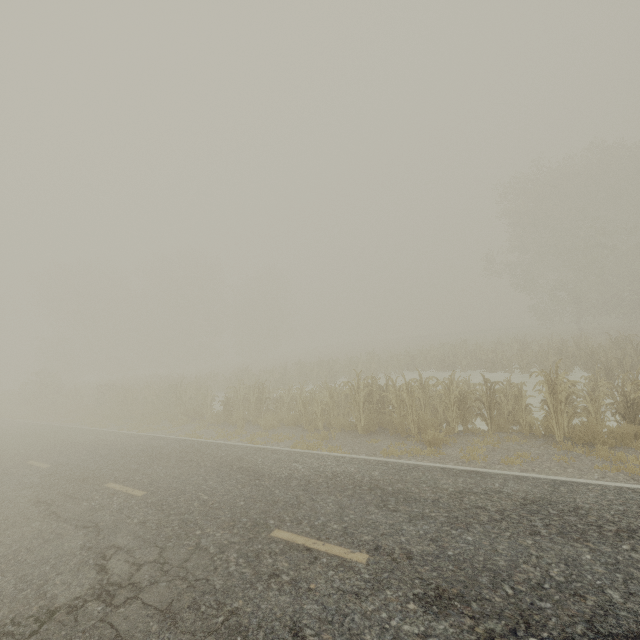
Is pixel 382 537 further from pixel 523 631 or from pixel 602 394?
pixel 602 394
